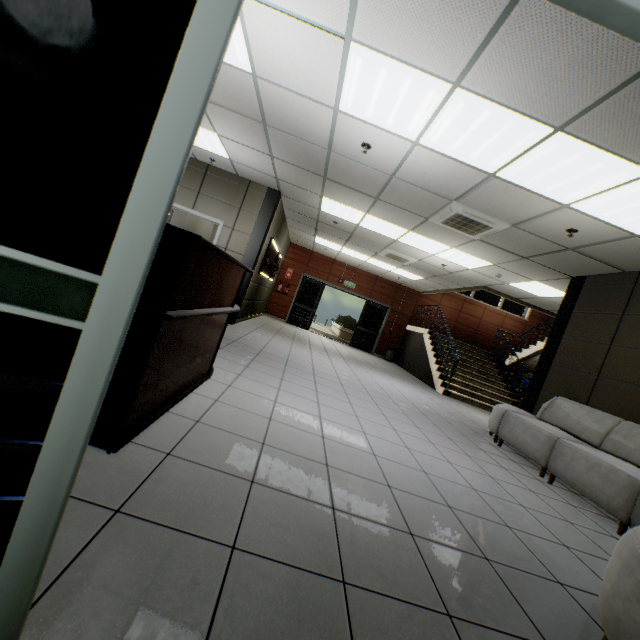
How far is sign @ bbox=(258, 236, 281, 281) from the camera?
8.5m

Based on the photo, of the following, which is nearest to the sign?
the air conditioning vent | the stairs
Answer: the air conditioning vent

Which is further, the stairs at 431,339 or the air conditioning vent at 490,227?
the stairs at 431,339

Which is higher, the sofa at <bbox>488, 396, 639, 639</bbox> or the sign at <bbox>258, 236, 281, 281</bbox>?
the sign at <bbox>258, 236, 281, 281</bbox>

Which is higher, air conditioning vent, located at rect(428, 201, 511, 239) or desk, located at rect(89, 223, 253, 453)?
air conditioning vent, located at rect(428, 201, 511, 239)

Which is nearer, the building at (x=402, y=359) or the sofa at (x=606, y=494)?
the sofa at (x=606, y=494)

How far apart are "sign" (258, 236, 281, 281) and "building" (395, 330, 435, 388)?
5.96m

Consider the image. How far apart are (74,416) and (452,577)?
1.92m
